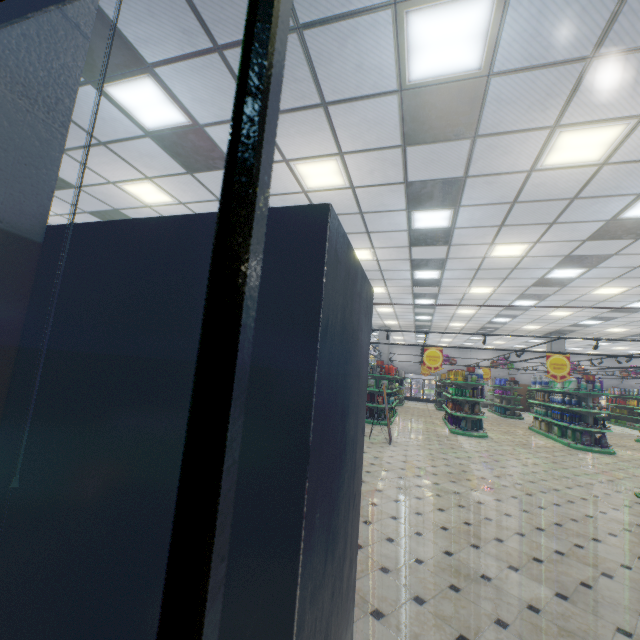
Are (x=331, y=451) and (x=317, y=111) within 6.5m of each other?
yes

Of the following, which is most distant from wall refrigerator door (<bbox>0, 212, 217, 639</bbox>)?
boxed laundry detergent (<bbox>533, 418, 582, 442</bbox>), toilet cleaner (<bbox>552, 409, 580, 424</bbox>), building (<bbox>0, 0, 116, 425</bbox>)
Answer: boxed laundry detergent (<bbox>533, 418, 582, 442</bbox>)

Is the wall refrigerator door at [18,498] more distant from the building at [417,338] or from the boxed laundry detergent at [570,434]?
the boxed laundry detergent at [570,434]

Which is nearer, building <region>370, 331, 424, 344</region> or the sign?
the sign

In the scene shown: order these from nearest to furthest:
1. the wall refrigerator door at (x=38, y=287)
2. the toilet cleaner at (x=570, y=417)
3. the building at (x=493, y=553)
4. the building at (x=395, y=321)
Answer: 1. the wall refrigerator door at (x=38, y=287)
2. the building at (x=493, y=553)
3. the toilet cleaner at (x=570, y=417)
4. the building at (x=395, y=321)

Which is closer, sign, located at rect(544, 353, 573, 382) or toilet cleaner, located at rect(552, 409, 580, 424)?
sign, located at rect(544, 353, 573, 382)

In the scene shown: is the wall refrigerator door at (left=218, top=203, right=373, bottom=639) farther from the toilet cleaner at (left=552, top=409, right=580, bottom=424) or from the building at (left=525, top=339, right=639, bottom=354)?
the toilet cleaner at (left=552, top=409, right=580, bottom=424)

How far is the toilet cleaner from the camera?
11.2m
